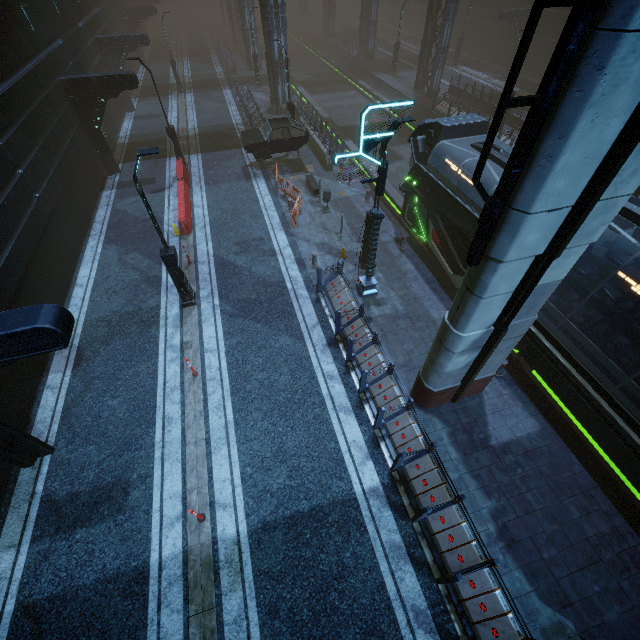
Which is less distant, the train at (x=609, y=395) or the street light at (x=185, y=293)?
the train at (x=609, y=395)

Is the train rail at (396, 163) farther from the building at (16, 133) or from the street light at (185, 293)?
the street light at (185, 293)

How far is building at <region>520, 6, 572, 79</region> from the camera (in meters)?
29.09

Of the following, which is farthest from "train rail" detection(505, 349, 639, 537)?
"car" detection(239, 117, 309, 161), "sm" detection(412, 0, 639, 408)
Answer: "car" detection(239, 117, 309, 161)

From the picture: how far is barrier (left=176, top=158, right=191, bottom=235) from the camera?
15.40m

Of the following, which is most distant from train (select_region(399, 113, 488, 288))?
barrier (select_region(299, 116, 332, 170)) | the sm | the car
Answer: the car

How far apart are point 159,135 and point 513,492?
29.7 meters

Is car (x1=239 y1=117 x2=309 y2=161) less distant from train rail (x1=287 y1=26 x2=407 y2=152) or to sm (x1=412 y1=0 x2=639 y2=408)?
train rail (x1=287 y1=26 x2=407 y2=152)
